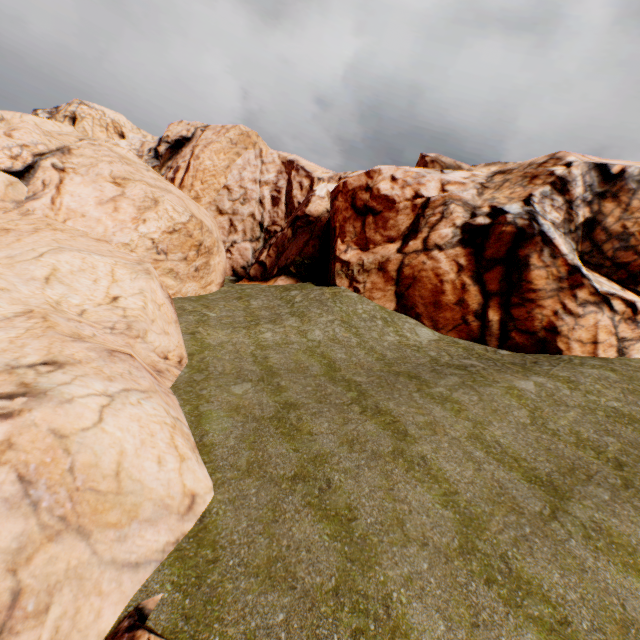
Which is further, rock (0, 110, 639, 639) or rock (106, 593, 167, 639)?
rock (0, 110, 639, 639)

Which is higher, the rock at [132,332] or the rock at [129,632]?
the rock at [132,332]

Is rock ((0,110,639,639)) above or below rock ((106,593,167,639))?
above

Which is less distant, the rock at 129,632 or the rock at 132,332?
the rock at 129,632

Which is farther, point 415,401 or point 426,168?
point 426,168
